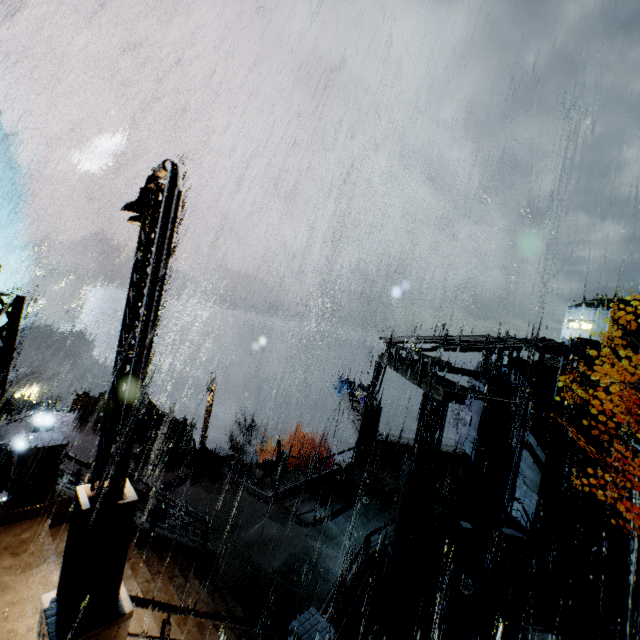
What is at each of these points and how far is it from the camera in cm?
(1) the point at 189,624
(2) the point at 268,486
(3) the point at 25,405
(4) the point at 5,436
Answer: (1) stairs, 751
(2) building, 2078
(3) scaffolding, 1162
(4) building, 1689

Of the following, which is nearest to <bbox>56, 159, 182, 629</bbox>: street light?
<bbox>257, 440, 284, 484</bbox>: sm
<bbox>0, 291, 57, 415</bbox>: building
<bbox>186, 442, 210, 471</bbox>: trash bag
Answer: <bbox>0, 291, 57, 415</bbox>: building

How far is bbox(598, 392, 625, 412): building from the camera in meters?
13.8 m

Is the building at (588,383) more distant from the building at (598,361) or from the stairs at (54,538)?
the building at (598,361)

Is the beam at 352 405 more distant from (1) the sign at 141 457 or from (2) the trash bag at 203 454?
(1) the sign at 141 457

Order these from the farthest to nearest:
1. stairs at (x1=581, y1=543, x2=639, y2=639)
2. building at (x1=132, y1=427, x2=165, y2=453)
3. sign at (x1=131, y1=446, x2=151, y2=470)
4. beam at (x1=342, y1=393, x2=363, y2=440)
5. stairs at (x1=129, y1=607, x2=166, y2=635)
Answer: beam at (x1=342, y1=393, x2=363, y2=440)
building at (x1=132, y1=427, x2=165, y2=453)
sign at (x1=131, y1=446, x2=151, y2=470)
stairs at (x1=581, y1=543, x2=639, y2=639)
stairs at (x1=129, y1=607, x2=166, y2=635)

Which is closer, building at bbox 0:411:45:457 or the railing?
the railing

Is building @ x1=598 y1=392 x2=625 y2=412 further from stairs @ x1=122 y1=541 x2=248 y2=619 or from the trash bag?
the trash bag
